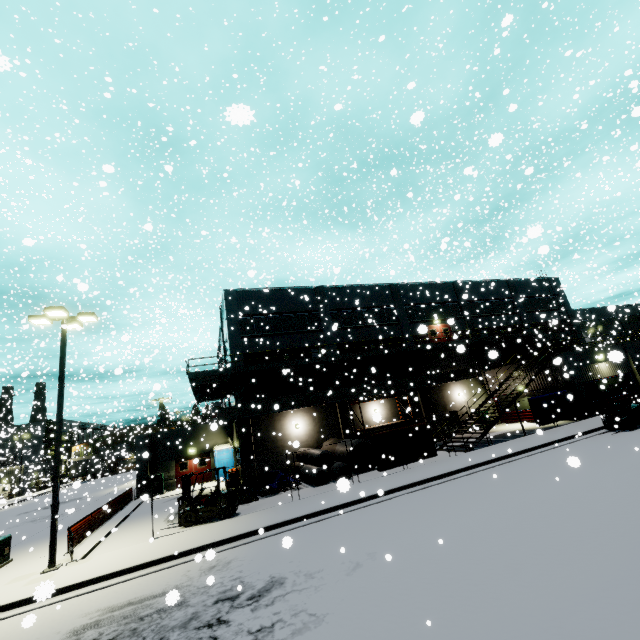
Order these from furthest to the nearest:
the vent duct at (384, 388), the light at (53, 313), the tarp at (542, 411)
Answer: the vent duct at (384, 388) → the tarp at (542, 411) → the light at (53, 313)

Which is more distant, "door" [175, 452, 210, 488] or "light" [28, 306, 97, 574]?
"door" [175, 452, 210, 488]

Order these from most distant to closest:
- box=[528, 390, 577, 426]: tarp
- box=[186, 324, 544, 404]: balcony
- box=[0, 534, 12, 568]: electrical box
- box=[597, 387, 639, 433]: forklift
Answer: box=[528, 390, 577, 426]: tarp, box=[186, 324, 544, 404]: balcony, box=[597, 387, 639, 433]: forklift, box=[0, 534, 12, 568]: electrical box

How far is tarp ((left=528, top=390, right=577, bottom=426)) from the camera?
22.09m

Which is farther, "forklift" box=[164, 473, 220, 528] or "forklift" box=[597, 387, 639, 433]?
"forklift" box=[597, 387, 639, 433]

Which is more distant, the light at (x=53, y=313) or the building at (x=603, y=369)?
the building at (x=603, y=369)

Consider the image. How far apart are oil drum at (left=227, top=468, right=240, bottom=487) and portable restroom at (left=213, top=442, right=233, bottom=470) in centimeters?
383cm

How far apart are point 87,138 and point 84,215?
4.6m
